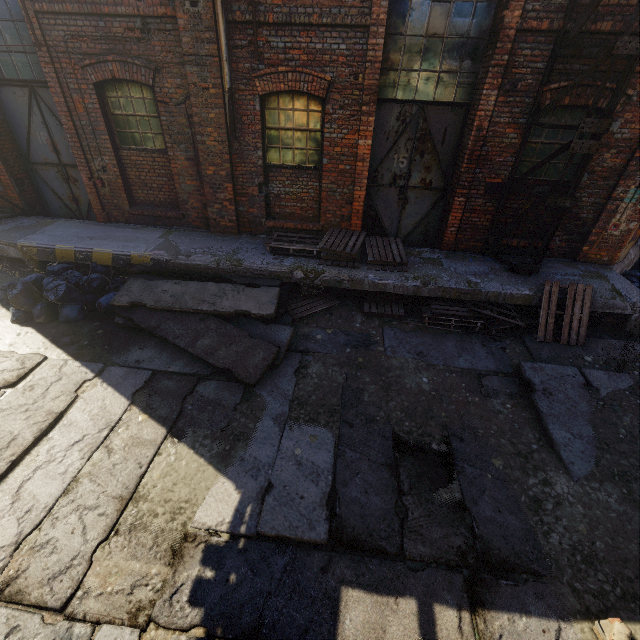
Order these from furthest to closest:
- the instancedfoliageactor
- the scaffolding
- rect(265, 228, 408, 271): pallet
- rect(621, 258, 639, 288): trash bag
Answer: rect(621, 258, 639, 288): trash bag → rect(265, 228, 408, 271): pallet → the scaffolding → the instancedfoliageactor

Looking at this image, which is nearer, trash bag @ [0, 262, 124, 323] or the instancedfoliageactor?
the instancedfoliageactor

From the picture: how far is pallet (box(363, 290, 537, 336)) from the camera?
6.34m

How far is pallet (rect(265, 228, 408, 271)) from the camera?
6.7m

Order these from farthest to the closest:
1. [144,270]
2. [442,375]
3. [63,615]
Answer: [144,270] < [442,375] < [63,615]

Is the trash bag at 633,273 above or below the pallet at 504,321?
above

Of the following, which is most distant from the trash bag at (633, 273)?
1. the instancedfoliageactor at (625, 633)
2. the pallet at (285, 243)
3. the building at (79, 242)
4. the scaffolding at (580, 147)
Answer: the instancedfoliageactor at (625, 633)

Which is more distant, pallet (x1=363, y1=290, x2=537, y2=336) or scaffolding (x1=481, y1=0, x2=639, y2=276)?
pallet (x1=363, y1=290, x2=537, y2=336)
